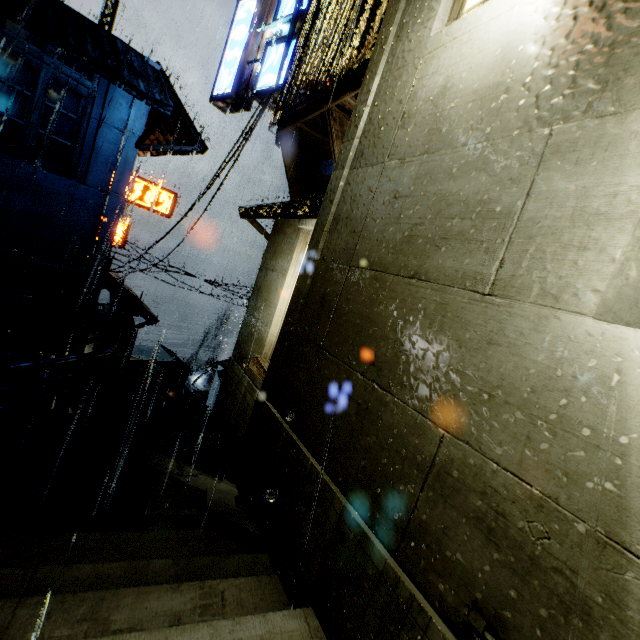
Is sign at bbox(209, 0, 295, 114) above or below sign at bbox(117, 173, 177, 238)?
above

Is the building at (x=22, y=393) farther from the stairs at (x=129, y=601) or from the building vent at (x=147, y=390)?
the building vent at (x=147, y=390)

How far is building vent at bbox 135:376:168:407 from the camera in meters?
25.3

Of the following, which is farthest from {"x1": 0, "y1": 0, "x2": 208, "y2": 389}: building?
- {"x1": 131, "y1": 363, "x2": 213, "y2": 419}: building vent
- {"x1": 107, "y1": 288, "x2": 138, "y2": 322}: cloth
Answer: {"x1": 131, "y1": 363, "x2": 213, "y2": 419}: building vent

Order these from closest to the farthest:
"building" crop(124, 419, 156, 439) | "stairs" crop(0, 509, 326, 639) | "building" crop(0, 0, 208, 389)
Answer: "stairs" crop(0, 509, 326, 639)
"building" crop(0, 0, 208, 389)
"building" crop(124, 419, 156, 439)

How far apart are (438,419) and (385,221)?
1.3m

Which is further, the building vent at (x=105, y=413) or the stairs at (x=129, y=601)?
the building vent at (x=105, y=413)
